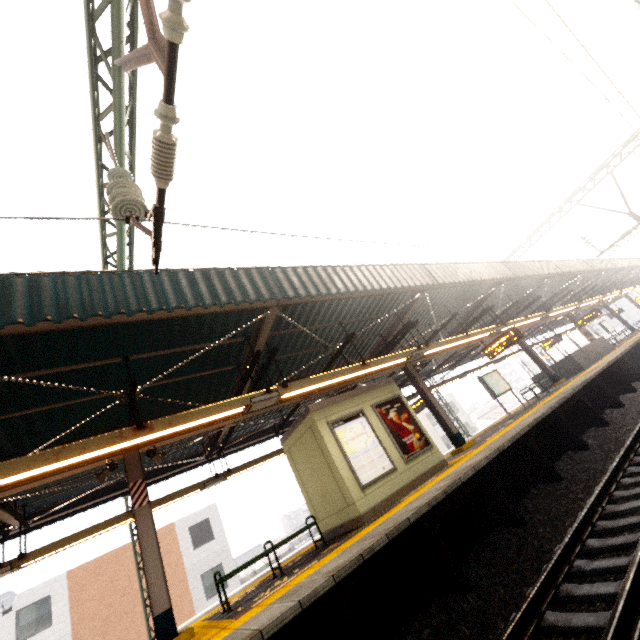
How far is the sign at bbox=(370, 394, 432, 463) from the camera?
8.94m

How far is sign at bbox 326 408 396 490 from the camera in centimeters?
796cm

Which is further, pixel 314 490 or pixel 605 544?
pixel 314 490

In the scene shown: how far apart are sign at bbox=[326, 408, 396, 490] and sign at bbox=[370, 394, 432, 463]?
0.27m

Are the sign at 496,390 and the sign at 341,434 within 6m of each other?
no

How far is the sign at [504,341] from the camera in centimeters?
1171cm

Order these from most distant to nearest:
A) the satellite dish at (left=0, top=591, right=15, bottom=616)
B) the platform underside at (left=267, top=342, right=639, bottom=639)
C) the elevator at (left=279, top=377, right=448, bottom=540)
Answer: the satellite dish at (left=0, top=591, right=15, bottom=616), the elevator at (left=279, top=377, right=448, bottom=540), the platform underside at (left=267, top=342, right=639, bottom=639)

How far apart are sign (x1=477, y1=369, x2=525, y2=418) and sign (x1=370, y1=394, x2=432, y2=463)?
6.39m
